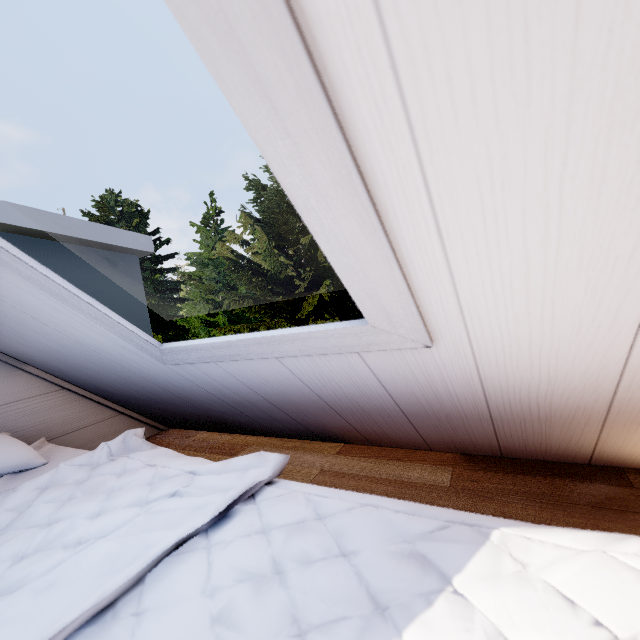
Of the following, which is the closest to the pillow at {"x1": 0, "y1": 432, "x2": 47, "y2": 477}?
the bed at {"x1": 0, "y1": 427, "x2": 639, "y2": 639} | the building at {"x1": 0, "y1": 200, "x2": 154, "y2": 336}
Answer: the bed at {"x1": 0, "y1": 427, "x2": 639, "y2": 639}

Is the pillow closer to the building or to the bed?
the bed

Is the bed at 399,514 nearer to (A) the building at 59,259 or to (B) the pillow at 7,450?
(B) the pillow at 7,450

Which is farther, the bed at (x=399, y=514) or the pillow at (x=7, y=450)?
the pillow at (x=7, y=450)

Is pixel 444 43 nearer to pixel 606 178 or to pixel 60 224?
pixel 606 178

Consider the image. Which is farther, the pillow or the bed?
the pillow
